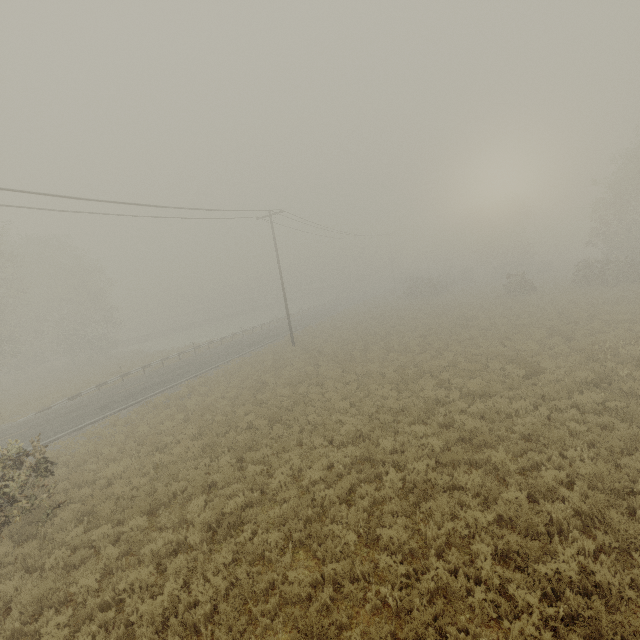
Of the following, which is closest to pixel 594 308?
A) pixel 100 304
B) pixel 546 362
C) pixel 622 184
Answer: pixel 546 362
